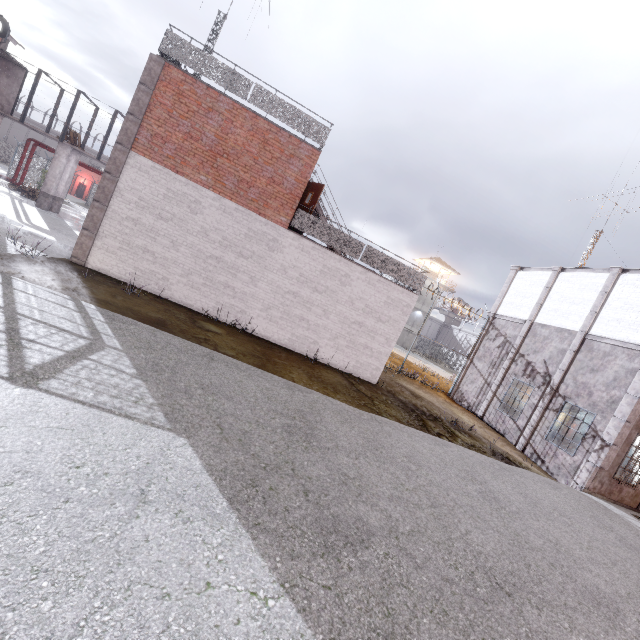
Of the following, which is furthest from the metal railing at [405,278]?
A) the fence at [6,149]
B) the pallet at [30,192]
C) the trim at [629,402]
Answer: the pallet at [30,192]

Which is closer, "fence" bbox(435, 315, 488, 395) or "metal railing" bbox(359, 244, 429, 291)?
"metal railing" bbox(359, 244, 429, 291)

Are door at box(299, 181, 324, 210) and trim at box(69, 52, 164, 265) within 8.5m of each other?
yes

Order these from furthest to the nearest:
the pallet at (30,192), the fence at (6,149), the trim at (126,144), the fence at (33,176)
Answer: the fence at (33,176)
the fence at (6,149)
the pallet at (30,192)
the trim at (126,144)

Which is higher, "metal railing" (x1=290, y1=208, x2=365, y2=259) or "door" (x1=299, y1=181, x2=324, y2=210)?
"door" (x1=299, y1=181, x2=324, y2=210)

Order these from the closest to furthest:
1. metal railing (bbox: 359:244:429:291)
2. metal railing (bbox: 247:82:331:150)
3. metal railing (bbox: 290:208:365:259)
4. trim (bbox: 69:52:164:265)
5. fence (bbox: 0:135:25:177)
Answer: trim (bbox: 69:52:164:265)
metal railing (bbox: 247:82:331:150)
metal railing (bbox: 290:208:365:259)
metal railing (bbox: 359:244:429:291)
fence (bbox: 0:135:25:177)

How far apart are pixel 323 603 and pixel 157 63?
13.97m
